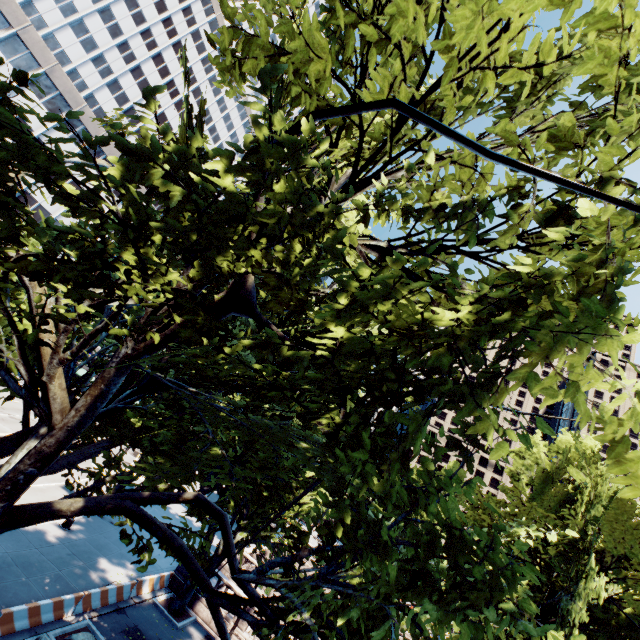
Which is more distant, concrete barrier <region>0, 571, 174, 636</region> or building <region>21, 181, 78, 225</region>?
building <region>21, 181, 78, 225</region>

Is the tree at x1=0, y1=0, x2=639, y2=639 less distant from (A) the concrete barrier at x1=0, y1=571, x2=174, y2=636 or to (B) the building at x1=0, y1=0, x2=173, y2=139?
(B) the building at x1=0, y1=0, x2=173, y2=139

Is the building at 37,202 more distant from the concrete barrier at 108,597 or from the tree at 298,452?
the concrete barrier at 108,597

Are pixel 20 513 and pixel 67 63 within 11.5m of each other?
no

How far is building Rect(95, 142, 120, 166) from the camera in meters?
44.6 m

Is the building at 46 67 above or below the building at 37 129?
above
